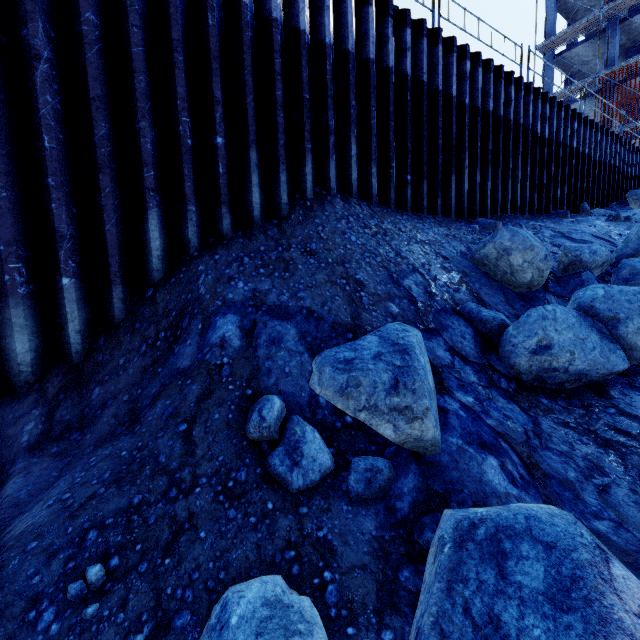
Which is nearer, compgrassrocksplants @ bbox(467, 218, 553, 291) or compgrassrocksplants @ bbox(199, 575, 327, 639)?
compgrassrocksplants @ bbox(199, 575, 327, 639)

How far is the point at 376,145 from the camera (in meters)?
6.43

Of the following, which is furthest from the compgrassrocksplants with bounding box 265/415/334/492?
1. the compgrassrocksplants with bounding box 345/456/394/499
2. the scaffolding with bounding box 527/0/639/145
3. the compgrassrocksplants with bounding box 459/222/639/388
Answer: the compgrassrocksplants with bounding box 459/222/639/388

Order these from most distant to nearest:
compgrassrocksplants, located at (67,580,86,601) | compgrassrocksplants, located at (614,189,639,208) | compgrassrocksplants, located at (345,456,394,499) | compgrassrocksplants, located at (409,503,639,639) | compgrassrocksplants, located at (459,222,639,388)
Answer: compgrassrocksplants, located at (614,189,639,208) → compgrassrocksplants, located at (459,222,639,388) → compgrassrocksplants, located at (345,456,394,499) → compgrassrocksplants, located at (67,580,86,601) → compgrassrocksplants, located at (409,503,639,639)

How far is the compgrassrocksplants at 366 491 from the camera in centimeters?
242cm

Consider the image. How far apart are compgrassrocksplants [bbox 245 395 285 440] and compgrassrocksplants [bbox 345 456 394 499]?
0.15m

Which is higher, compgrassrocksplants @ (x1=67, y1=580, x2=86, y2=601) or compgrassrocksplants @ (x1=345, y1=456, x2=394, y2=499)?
compgrassrocksplants @ (x1=345, y1=456, x2=394, y2=499)

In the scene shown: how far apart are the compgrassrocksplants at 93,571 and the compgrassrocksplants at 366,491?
1.7m
